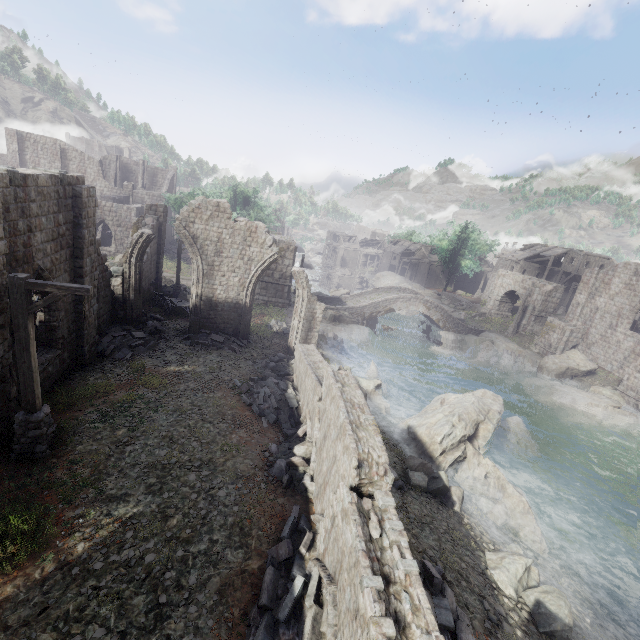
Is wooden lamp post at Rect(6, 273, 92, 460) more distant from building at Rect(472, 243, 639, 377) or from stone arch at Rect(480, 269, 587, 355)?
stone arch at Rect(480, 269, 587, 355)

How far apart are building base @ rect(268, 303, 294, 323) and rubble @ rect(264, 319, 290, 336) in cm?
1

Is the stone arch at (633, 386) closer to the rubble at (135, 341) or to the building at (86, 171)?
the building at (86, 171)

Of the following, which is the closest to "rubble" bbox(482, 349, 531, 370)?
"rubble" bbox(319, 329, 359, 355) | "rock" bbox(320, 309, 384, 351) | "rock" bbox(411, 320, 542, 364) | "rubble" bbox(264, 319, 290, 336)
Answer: "rock" bbox(411, 320, 542, 364)

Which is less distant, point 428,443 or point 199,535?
point 199,535

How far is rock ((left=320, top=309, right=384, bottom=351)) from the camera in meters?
29.2 m

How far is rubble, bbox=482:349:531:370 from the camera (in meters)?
30.66

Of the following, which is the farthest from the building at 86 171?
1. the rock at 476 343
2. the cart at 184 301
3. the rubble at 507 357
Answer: the rubble at 507 357
